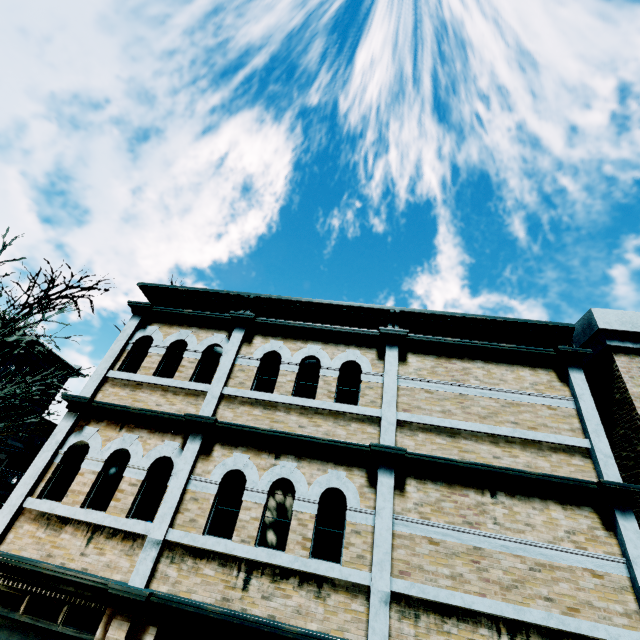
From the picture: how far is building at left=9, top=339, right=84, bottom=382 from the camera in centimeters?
2494cm

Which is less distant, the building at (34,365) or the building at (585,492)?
the building at (585,492)

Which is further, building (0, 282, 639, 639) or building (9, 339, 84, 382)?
building (9, 339, 84, 382)

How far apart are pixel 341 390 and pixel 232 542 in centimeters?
356cm

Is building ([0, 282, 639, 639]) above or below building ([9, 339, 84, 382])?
below

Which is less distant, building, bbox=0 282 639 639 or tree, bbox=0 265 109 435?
building, bbox=0 282 639 639

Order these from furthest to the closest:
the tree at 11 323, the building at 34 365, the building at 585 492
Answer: the building at 34 365, the tree at 11 323, the building at 585 492

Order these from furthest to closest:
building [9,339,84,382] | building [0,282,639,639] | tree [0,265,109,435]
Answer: building [9,339,84,382]
tree [0,265,109,435]
building [0,282,639,639]
